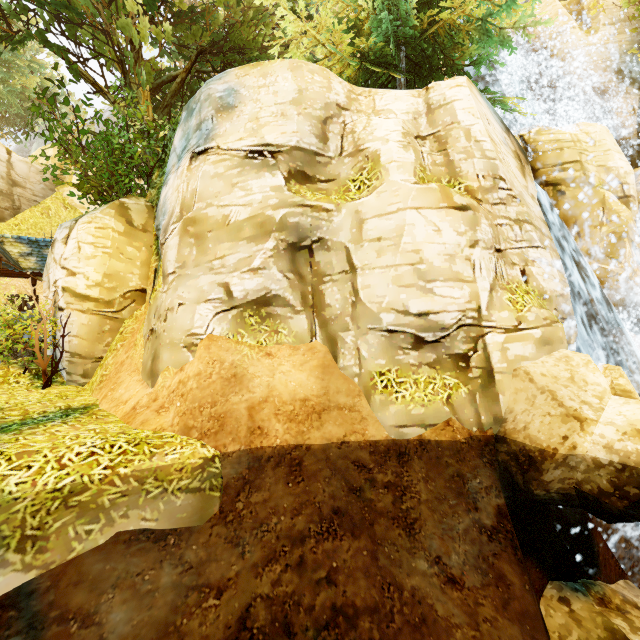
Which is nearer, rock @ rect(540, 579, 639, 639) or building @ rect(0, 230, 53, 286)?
rock @ rect(540, 579, 639, 639)

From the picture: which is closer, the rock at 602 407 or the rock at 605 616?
the rock at 602 407

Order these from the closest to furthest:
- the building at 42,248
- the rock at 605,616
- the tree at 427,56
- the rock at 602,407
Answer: the rock at 602,407 → the rock at 605,616 → the tree at 427,56 → the building at 42,248

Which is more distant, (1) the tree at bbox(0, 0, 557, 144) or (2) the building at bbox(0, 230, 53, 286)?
(2) the building at bbox(0, 230, 53, 286)

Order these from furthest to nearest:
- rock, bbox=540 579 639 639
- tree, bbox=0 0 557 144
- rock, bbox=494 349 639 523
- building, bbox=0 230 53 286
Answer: building, bbox=0 230 53 286 < tree, bbox=0 0 557 144 < rock, bbox=540 579 639 639 < rock, bbox=494 349 639 523

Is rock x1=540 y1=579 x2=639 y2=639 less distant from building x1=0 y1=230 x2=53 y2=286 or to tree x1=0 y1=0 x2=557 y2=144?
tree x1=0 y1=0 x2=557 y2=144

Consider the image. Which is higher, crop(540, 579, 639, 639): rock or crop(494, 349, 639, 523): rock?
crop(494, 349, 639, 523): rock

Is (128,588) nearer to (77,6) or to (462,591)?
(462,591)
